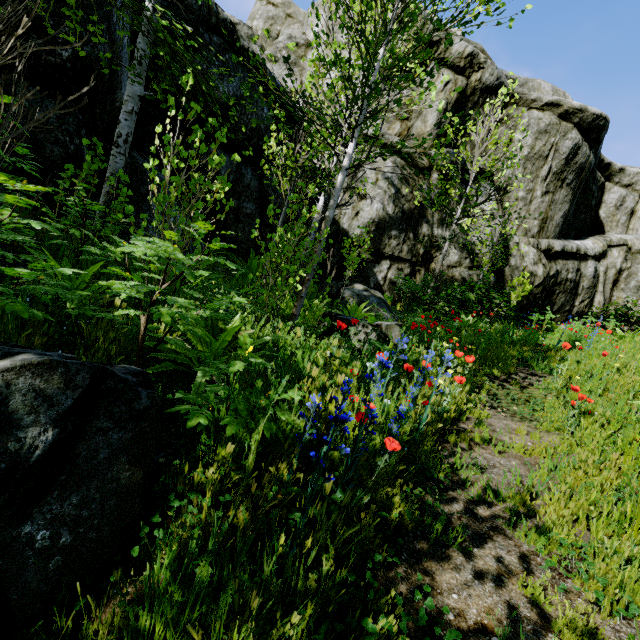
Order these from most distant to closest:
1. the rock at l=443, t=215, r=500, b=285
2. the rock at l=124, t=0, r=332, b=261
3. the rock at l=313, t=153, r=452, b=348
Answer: the rock at l=443, t=215, r=500, b=285 < the rock at l=313, t=153, r=452, b=348 < the rock at l=124, t=0, r=332, b=261

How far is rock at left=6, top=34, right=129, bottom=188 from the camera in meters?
4.0 m

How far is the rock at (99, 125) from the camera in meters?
4.0 m

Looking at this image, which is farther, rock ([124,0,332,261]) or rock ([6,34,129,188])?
rock ([124,0,332,261])

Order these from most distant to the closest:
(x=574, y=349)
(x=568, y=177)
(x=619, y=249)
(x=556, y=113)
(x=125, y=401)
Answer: (x=619, y=249), (x=568, y=177), (x=556, y=113), (x=574, y=349), (x=125, y=401)

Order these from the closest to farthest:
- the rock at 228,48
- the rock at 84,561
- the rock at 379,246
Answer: the rock at 84,561 → the rock at 228,48 → the rock at 379,246
